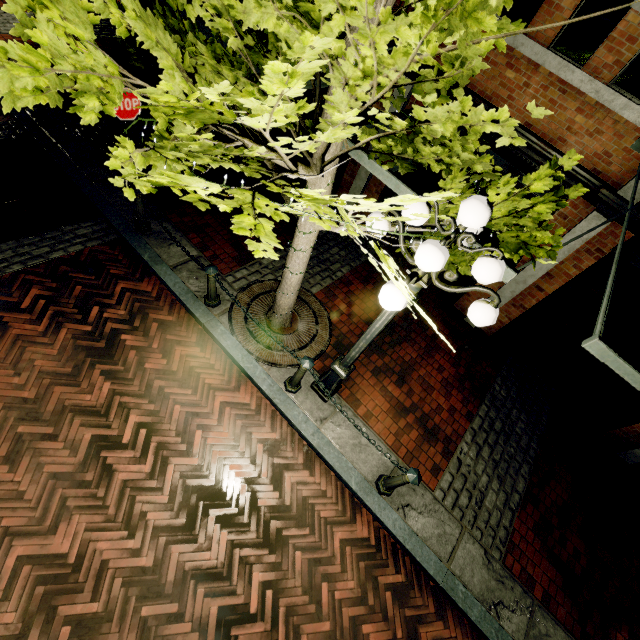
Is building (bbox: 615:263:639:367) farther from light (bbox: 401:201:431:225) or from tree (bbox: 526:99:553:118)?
light (bbox: 401:201:431:225)

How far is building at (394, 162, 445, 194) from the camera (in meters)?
6.59

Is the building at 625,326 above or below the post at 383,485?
above

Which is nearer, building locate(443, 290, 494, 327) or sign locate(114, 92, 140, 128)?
sign locate(114, 92, 140, 128)

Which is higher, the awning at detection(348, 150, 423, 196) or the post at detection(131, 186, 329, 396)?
the awning at detection(348, 150, 423, 196)

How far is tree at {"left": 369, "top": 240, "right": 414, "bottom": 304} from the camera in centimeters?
179cm

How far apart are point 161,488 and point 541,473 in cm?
620

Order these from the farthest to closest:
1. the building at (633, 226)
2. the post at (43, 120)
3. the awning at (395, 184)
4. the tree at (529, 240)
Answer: the post at (43, 120) → the building at (633, 226) → the awning at (395, 184) → the tree at (529, 240)
